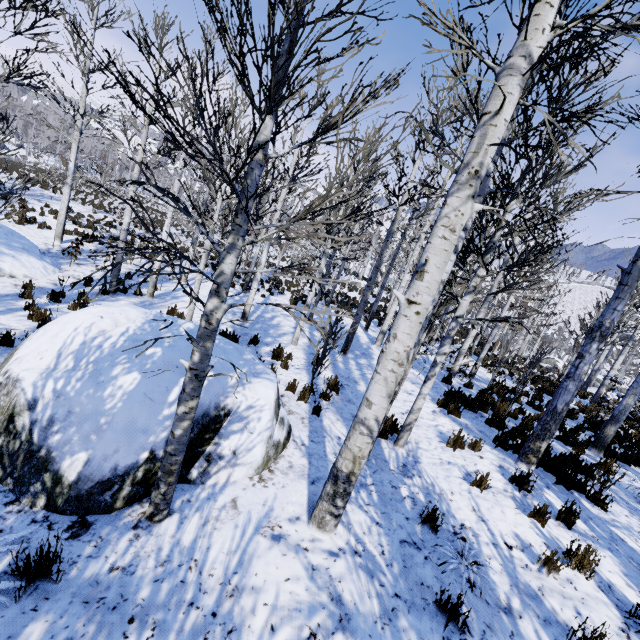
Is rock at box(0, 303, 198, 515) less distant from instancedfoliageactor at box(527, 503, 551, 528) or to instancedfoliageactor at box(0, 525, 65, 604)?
instancedfoliageactor at box(0, 525, 65, 604)

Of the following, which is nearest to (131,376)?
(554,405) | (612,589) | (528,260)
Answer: (612,589)

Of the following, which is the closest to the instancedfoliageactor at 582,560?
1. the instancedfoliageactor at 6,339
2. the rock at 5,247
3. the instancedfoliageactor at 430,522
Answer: the instancedfoliageactor at 430,522

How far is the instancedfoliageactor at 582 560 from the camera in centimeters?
361cm

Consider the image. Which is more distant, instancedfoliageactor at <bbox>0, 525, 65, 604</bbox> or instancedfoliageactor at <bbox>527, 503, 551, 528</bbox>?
instancedfoliageactor at <bbox>527, 503, 551, 528</bbox>

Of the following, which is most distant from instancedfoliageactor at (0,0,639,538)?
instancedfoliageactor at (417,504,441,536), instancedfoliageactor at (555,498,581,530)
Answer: instancedfoliageactor at (555,498,581,530)

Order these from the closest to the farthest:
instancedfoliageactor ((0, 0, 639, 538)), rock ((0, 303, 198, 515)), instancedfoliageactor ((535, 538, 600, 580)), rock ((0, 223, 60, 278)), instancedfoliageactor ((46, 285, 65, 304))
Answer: instancedfoliageactor ((0, 0, 639, 538)) → rock ((0, 303, 198, 515)) → instancedfoliageactor ((535, 538, 600, 580)) → instancedfoliageactor ((46, 285, 65, 304)) → rock ((0, 223, 60, 278))

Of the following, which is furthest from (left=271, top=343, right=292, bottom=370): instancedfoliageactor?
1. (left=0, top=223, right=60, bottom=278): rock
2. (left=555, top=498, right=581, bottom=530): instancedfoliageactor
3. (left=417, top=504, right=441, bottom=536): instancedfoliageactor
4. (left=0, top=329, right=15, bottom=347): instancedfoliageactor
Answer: (left=0, top=329, right=15, bottom=347): instancedfoliageactor
